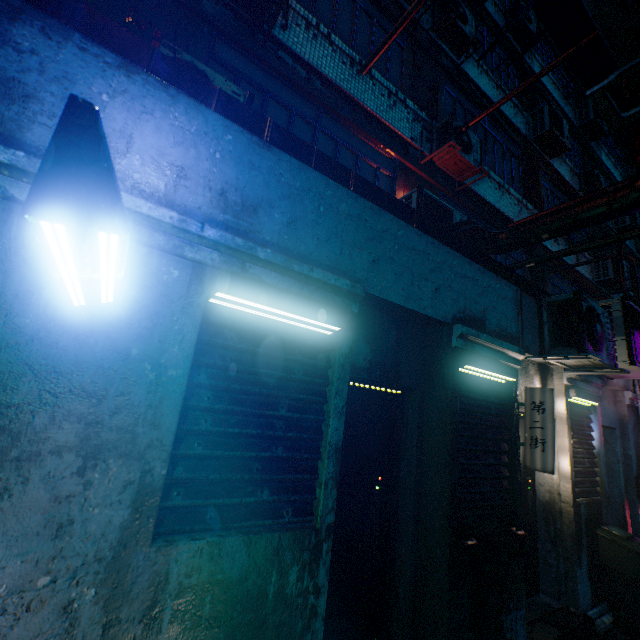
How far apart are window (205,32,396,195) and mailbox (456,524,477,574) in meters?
4.6 m

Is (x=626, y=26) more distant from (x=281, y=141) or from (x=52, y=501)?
(x=52, y=501)

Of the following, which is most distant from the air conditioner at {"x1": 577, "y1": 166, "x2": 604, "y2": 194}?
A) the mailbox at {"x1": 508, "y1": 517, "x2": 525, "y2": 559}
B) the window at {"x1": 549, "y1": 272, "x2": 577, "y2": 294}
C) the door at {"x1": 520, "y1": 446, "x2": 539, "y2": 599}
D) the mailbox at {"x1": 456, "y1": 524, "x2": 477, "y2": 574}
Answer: the mailbox at {"x1": 456, "y1": 524, "x2": 477, "y2": 574}

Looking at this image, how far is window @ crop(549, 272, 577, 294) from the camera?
8.43m

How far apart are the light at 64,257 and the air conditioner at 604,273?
12.6m

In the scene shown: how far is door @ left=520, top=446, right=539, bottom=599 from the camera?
3.8m

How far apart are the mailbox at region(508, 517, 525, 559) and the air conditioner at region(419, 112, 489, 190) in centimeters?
530cm

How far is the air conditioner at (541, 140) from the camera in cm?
857
